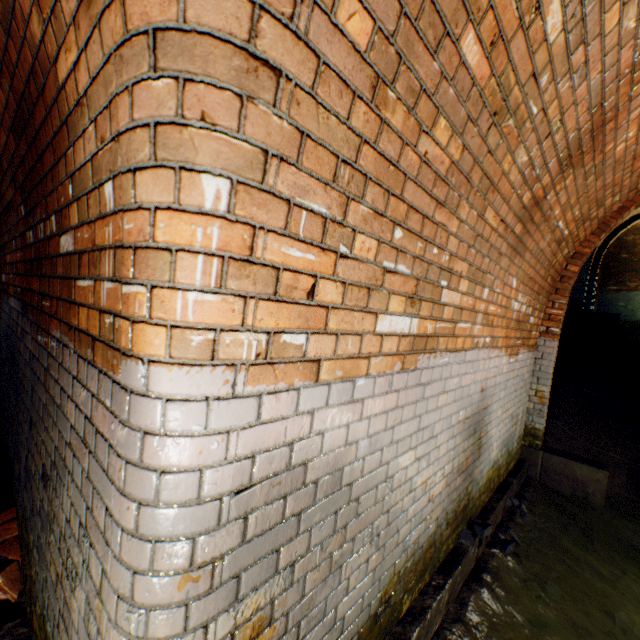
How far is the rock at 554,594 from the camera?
2.8m

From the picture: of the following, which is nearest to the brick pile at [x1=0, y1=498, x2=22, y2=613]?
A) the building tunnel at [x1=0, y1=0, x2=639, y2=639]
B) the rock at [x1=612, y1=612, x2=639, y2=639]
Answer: the building tunnel at [x1=0, y1=0, x2=639, y2=639]

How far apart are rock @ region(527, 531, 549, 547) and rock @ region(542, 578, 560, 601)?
0.5 meters

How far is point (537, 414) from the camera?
4.6 meters

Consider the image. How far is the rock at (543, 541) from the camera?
3.34m

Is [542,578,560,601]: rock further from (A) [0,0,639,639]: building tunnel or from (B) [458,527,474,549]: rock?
(B) [458,527,474,549]: rock

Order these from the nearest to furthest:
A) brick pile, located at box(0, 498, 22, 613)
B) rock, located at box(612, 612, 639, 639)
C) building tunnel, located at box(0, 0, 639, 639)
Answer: building tunnel, located at box(0, 0, 639, 639) → brick pile, located at box(0, 498, 22, 613) → rock, located at box(612, 612, 639, 639)

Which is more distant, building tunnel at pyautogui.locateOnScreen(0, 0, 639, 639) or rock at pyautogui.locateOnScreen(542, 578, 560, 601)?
rock at pyautogui.locateOnScreen(542, 578, 560, 601)
